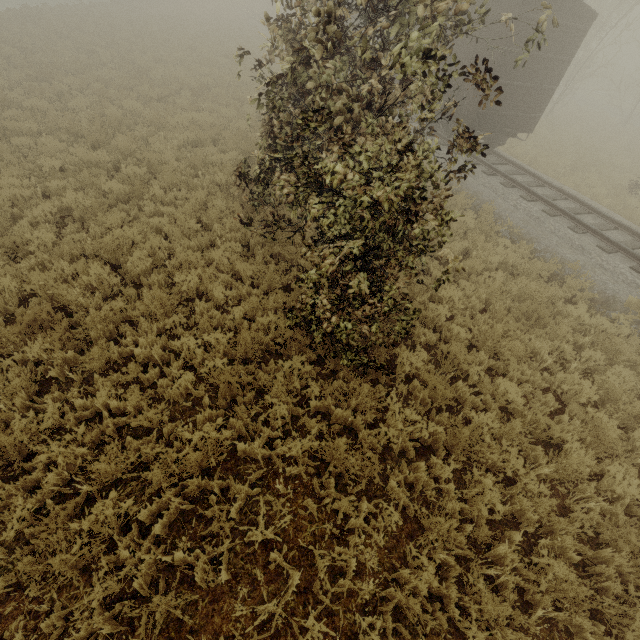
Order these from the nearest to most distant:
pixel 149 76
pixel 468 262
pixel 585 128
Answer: pixel 468 262 → pixel 149 76 → pixel 585 128

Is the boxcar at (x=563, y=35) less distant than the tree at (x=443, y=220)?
No

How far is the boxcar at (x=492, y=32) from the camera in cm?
1033

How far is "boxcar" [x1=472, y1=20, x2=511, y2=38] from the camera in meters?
10.3

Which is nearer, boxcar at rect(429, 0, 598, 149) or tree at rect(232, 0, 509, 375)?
tree at rect(232, 0, 509, 375)

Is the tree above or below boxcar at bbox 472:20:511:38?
below
